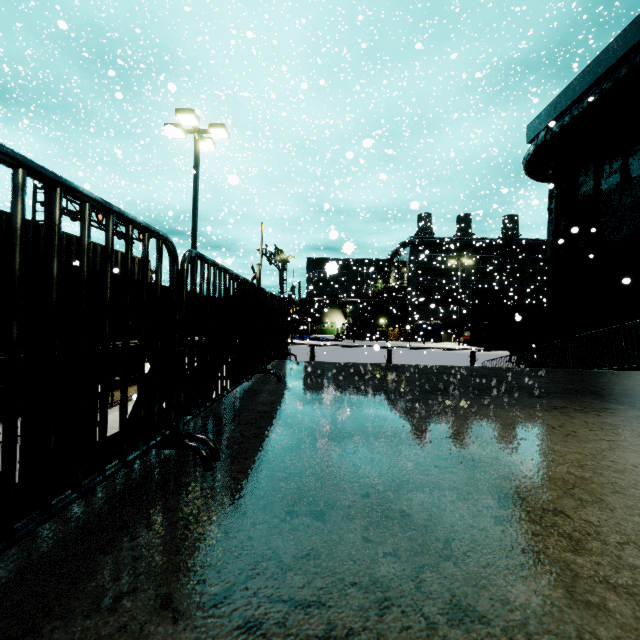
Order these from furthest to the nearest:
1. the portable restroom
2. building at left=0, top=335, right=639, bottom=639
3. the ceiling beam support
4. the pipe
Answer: the portable restroom → the pipe → the ceiling beam support → building at left=0, top=335, right=639, bottom=639

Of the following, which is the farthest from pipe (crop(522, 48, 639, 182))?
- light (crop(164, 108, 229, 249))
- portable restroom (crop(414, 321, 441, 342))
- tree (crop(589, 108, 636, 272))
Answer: portable restroom (crop(414, 321, 441, 342))

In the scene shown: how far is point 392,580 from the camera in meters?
0.8

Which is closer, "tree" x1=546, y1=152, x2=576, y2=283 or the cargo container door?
"tree" x1=546, y1=152, x2=576, y2=283

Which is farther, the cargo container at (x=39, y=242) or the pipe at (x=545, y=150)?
the pipe at (x=545, y=150)

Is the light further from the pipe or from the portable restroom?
the portable restroom

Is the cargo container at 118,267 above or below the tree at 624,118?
below

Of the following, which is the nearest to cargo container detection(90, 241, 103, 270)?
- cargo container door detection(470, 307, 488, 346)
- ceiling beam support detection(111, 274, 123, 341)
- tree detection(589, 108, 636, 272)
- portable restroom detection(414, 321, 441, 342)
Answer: cargo container door detection(470, 307, 488, 346)
